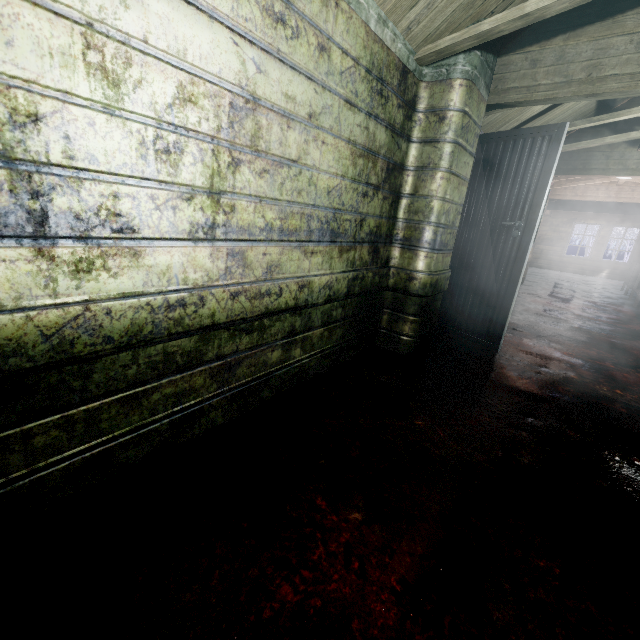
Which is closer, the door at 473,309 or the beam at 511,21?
the beam at 511,21

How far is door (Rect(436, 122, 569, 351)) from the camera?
2.6 meters

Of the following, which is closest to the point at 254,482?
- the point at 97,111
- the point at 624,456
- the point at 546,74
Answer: the point at 97,111

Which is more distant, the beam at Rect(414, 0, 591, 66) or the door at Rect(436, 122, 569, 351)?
the door at Rect(436, 122, 569, 351)

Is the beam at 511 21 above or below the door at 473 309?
above

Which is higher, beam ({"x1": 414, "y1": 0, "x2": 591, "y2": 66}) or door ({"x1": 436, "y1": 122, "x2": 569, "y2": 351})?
beam ({"x1": 414, "y1": 0, "x2": 591, "y2": 66})
